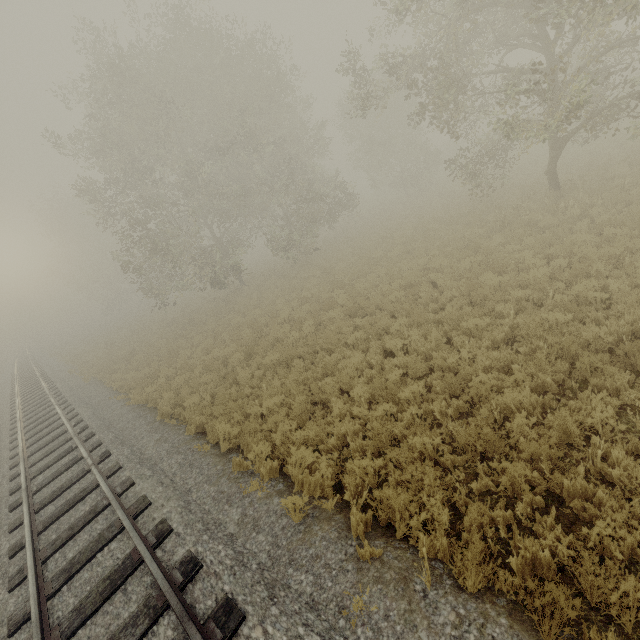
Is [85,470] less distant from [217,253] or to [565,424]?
[565,424]

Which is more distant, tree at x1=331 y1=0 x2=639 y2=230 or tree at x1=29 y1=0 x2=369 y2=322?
tree at x1=29 y1=0 x2=369 y2=322

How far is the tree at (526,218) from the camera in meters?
12.8 m

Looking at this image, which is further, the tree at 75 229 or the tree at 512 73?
the tree at 75 229

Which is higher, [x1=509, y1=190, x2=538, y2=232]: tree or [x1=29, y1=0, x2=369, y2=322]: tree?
[x1=29, y1=0, x2=369, y2=322]: tree

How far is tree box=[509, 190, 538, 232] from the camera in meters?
12.8 m

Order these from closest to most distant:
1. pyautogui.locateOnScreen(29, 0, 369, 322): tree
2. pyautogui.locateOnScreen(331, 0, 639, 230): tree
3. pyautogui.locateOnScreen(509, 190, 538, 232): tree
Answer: pyautogui.locateOnScreen(331, 0, 639, 230): tree, pyautogui.locateOnScreen(509, 190, 538, 232): tree, pyautogui.locateOnScreen(29, 0, 369, 322): tree

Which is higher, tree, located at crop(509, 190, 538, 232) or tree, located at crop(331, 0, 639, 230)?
tree, located at crop(331, 0, 639, 230)
